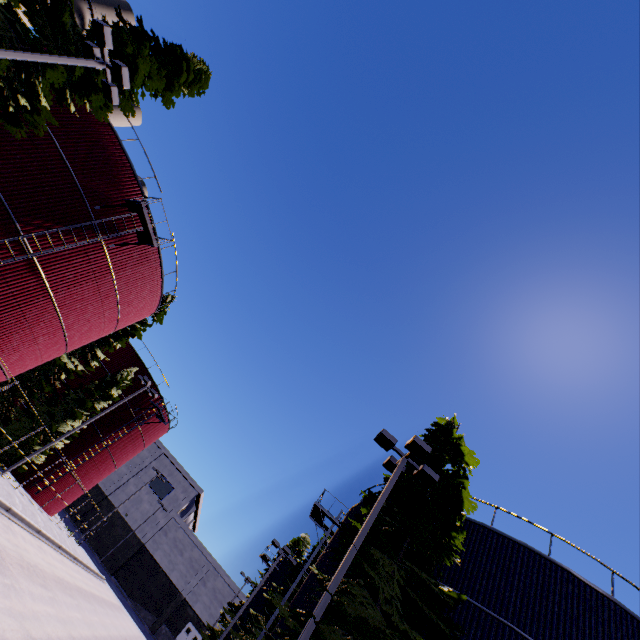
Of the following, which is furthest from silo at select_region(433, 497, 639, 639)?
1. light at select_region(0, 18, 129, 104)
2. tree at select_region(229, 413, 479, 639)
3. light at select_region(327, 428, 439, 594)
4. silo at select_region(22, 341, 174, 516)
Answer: silo at select_region(22, 341, 174, 516)

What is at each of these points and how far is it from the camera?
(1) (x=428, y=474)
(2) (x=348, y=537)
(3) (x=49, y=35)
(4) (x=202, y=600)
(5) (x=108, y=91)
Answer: (1) light, 11.1m
(2) tree, 10.1m
(3) tree, 12.2m
(4) building, 48.0m
(5) light, 12.4m

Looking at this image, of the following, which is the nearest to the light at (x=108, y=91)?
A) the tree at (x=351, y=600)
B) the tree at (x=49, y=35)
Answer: the tree at (x=49, y=35)

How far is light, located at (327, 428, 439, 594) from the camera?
8.7m

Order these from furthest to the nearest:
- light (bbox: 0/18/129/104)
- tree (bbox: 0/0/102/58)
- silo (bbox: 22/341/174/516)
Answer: silo (bbox: 22/341/174/516), tree (bbox: 0/0/102/58), light (bbox: 0/18/129/104)

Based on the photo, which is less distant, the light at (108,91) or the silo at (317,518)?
the light at (108,91)

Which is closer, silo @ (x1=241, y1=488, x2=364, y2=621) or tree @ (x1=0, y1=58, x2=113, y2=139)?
tree @ (x1=0, y1=58, x2=113, y2=139)

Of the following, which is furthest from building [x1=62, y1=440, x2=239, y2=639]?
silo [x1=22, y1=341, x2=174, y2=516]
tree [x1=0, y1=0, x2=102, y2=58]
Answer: silo [x1=22, y1=341, x2=174, y2=516]
